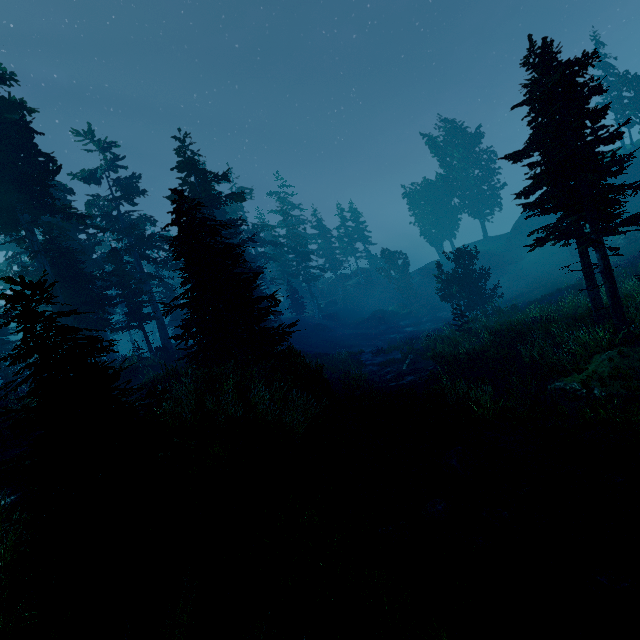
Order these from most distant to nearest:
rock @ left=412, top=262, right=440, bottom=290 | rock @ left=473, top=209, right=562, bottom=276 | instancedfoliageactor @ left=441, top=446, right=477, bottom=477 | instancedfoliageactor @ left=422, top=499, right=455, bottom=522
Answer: rock @ left=412, top=262, right=440, bottom=290
rock @ left=473, top=209, right=562, bottom=276
instancedfoliageactor @ left=441, top=446, right=477, bottom=477
instancedfoliageactor @ left=422, top=499, right=455, bottom=522

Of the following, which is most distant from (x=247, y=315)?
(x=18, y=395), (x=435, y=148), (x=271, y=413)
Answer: (x=435, y=148)

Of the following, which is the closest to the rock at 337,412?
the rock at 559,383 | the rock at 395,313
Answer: the rock at 559,383

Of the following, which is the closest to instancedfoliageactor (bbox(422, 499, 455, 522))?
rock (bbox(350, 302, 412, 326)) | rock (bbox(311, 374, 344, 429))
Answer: rock (bbox(311, 374, 344, 429))

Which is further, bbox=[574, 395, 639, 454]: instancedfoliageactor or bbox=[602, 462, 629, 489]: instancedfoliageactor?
bbox=[574, 395, 639, 454]: instancedfoliageactor

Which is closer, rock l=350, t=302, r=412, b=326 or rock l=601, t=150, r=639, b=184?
rock l=601, t=150, r=639, b=184

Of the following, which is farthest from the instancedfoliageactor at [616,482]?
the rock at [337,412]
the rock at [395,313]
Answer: the rock at [395,313]

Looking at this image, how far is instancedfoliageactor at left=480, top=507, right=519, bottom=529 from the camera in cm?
654
